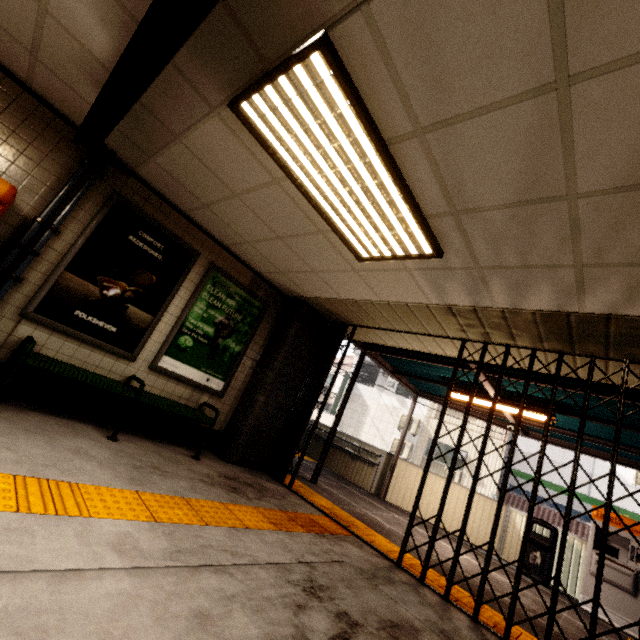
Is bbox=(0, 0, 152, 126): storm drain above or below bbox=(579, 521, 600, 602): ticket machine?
above

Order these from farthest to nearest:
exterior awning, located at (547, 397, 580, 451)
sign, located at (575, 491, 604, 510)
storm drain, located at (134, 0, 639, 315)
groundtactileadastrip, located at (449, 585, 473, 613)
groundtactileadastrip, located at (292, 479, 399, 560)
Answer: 1. sign, located at (575, 491, 604, 510)
2. exterior awning, located at (547, 397, 580, 451)
3. groundtactileadastrip, located at (292, 479, 399, 560)
4. groundtactileadastrip, located at (449, 585, 473, 613)
5. storm drain, located at (134, 0, 639, 315)

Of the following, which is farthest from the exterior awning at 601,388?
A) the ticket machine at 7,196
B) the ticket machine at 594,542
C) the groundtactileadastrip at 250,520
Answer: the ticket machine at 7,196

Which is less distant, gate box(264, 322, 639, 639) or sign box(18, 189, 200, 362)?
gate box(264, 322, 639, 639)

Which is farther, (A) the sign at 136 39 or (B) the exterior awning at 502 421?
(B) the exterior awning at 502 421

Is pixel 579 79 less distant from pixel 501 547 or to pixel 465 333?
pixel 465 333

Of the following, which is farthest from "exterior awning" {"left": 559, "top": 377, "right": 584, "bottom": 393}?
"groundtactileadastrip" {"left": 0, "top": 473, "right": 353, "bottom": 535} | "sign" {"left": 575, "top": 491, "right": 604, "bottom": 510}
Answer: "sign" {"left": 575, "top": 491, "right": 604, "bottom": 510}

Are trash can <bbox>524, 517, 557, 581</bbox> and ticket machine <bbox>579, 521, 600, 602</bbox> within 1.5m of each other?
yes
